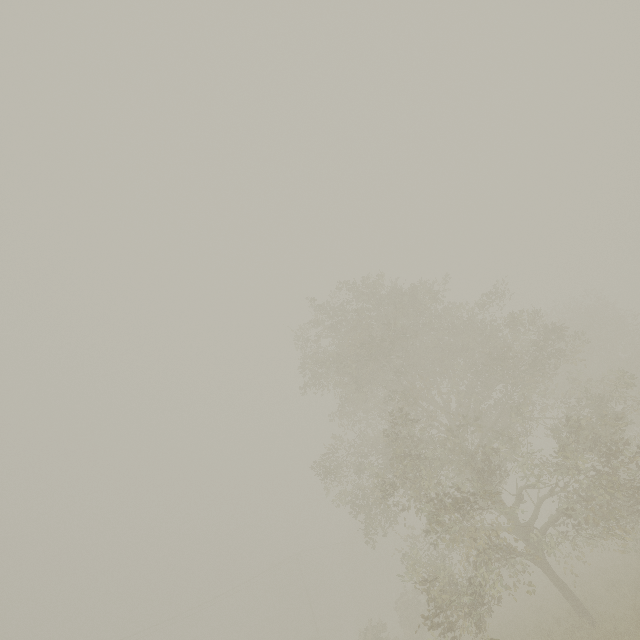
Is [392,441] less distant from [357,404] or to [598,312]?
[357,404]
